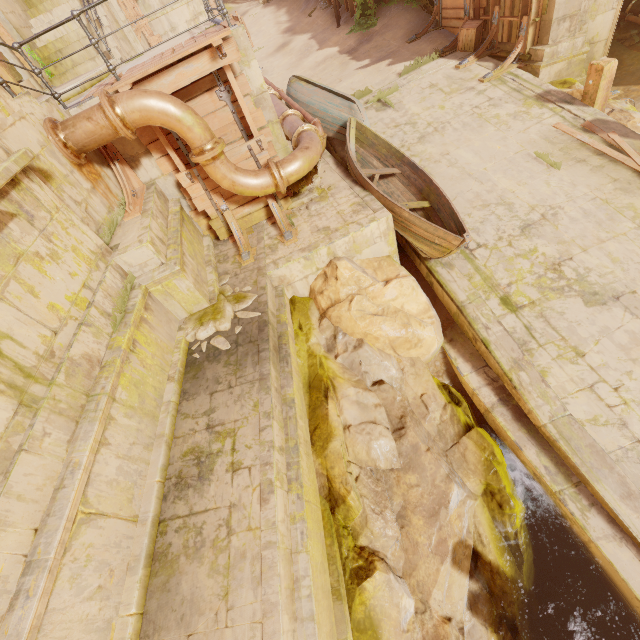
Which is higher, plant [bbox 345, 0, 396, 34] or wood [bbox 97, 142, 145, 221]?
wood [bbox 97, 142, 145, 221]

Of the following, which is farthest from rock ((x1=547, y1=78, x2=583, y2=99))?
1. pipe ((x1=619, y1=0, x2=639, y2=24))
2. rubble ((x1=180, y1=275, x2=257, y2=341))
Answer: rubble ((x1=180, y1=275, x2=257, y2=341))

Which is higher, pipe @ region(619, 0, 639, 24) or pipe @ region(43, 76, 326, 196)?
pipe @ region(43, 76, 326, 196)

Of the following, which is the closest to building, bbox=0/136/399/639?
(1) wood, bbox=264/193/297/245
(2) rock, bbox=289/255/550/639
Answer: (2) rock, bbox=289/255/550/639

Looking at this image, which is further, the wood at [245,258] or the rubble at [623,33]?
the rubble at [623,33]

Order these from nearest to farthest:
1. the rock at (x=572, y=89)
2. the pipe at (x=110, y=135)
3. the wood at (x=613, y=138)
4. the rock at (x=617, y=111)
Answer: the pipe at (x=110, y=135) → the wood at (x=613, y=138) → the rock at (x=617, y=111) → the rock at (x=572, y=89)

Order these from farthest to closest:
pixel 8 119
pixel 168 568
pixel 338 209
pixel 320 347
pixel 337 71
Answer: pixel 337 71, pixel 338 209, pixel 320 347, pixel 8 119, pixel 168 568

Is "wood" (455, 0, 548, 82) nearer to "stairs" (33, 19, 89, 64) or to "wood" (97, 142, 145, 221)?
"stairs" (33, 19, 89, 64)
